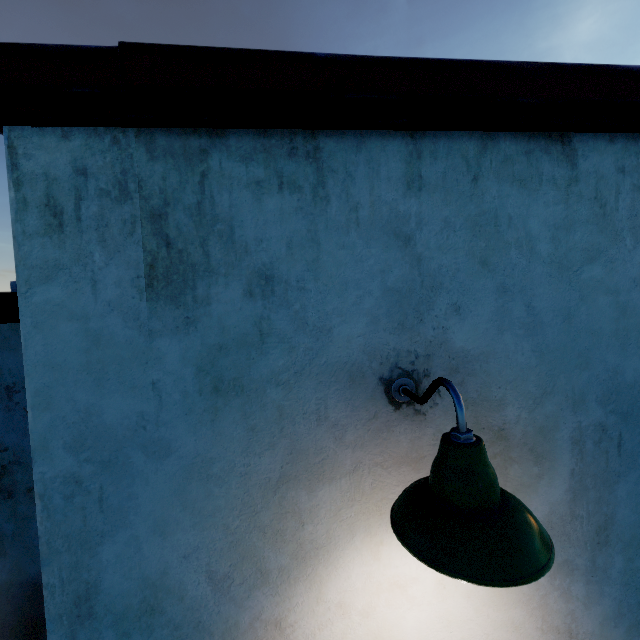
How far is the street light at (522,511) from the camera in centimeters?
82cm

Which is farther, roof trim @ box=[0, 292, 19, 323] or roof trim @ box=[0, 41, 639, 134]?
roof trim @ box=[0, 292, 19, 323]

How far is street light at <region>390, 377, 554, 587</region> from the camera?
0.8m

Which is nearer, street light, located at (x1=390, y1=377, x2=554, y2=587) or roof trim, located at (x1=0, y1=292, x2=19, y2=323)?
street light, located at (x1=390, y1=377, x2=554, y2=587)

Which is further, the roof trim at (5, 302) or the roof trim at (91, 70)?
the roof trim at (5, 302)

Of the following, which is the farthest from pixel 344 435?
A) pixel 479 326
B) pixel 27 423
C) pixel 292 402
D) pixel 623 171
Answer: pixel 27 423

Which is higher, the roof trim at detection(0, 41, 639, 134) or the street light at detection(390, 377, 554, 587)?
the roof trim at detection(0, 41, 639, 134)
